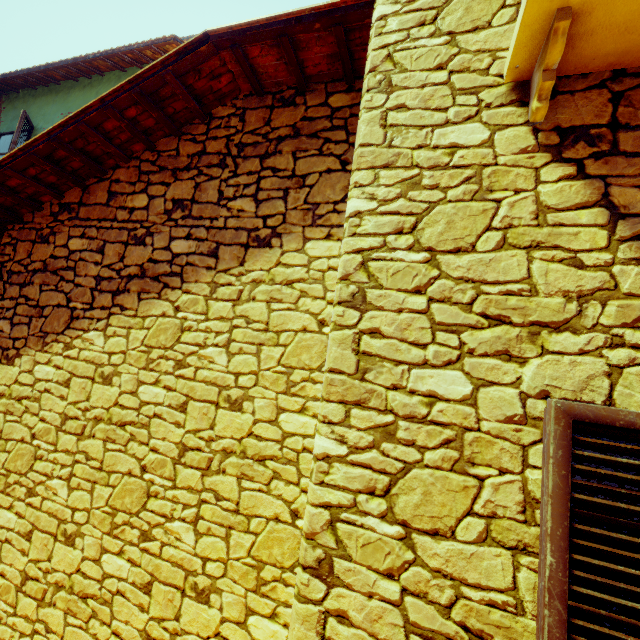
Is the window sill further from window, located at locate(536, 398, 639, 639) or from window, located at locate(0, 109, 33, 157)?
window, located at locate(536, 398, 639, 639)

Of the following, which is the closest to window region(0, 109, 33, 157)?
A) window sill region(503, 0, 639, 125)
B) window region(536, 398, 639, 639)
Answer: window sill region(503, 0, 639, 125)

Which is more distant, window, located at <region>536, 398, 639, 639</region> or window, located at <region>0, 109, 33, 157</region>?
window, located at <region>0, 109, 33, 157</region>

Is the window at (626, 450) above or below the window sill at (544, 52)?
below

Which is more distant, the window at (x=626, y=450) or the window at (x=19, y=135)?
the window at (x=19, y=135)

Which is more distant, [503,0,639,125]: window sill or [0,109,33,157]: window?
[0,109,33,157]: window

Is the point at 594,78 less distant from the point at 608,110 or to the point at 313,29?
the point at 608,110
